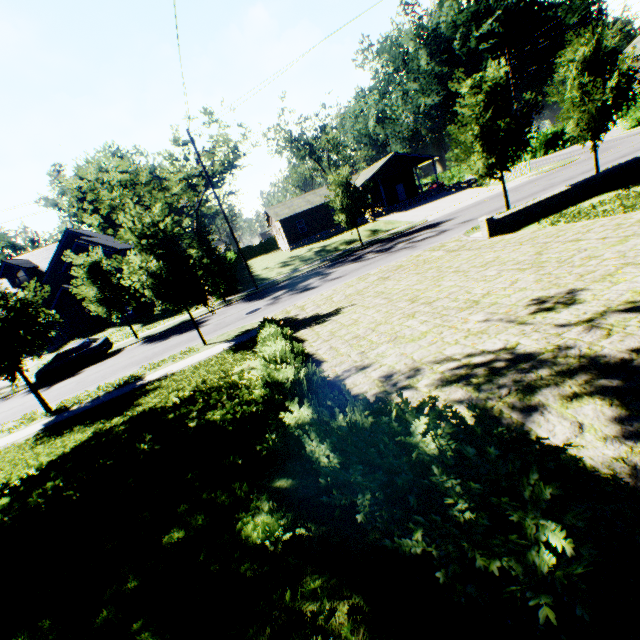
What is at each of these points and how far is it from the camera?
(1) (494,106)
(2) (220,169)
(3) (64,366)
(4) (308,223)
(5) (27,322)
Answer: (1) tree, 14.71m
(2) tree, 30.41m
(3) car, 21.47m
(4) house, 42.81m
(5) tree, 13.10m

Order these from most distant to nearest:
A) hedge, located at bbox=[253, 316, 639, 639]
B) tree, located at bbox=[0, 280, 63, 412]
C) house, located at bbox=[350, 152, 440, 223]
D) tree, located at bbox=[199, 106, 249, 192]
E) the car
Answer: house, located at bbox=[350, 152, 440, 223] < tree, located at bbox=[199, 106, 249, 192] < the car < tree, located at bbox=[0, 280, 63, 412] < hedge, located at bbox=[253, 316, 639, 639]

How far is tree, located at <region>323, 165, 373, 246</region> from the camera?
24.45m

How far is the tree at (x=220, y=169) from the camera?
24.2m

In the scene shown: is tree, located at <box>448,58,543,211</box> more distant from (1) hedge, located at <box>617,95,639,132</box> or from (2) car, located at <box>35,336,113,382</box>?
(1) hedge, located at <box>617,95,639,132</box>

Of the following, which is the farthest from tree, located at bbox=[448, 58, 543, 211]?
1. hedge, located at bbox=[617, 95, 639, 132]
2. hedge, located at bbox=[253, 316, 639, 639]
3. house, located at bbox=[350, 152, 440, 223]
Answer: hedge, located at bbox=[617, 95, 639, 132]

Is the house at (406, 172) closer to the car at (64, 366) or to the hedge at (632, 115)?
the hedge at (632, 115)

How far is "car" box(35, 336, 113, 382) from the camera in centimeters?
2136cm
